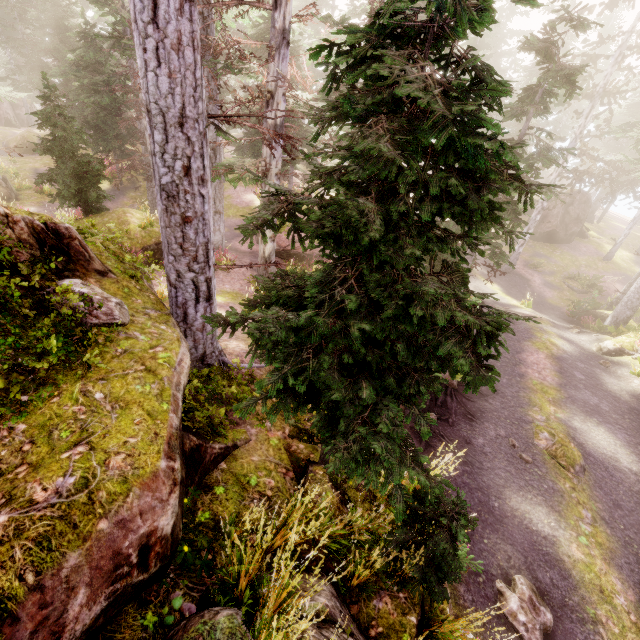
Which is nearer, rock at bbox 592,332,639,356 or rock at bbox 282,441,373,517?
rock at bbox 282,441,373,517

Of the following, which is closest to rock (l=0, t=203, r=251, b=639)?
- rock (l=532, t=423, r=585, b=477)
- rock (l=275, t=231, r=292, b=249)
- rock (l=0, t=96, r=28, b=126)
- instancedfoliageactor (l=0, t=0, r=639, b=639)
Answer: instancedfoliageactor (l=0, t=0, r=639, b=639)

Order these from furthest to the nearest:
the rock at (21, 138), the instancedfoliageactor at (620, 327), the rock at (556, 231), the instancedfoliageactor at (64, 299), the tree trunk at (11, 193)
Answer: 1. the rock at (556, 231)
2. the rock at (21, 138)
3. the tree trunk at (11, 193)
4. the instancedfoliageactor at (620, 327)
5. the instancedfoliageactor at (64, 299)

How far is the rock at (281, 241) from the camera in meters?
20.0 m

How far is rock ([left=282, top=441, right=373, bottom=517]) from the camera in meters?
4.6 m

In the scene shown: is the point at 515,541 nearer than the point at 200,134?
No

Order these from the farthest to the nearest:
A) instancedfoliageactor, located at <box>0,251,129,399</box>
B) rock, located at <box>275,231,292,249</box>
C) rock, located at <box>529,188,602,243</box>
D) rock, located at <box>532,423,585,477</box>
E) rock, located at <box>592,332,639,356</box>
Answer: rock, located at <box>529,188,602,243</box>
rock, located at <box>275,231,292,249</box>
rock, located at <box>592,332,639,356</box>
rock, located at <box>532,423,585,477</box>
instancedfoliageactor, located at <box>0,251,129,399</box>

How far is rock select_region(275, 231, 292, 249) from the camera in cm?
2002
